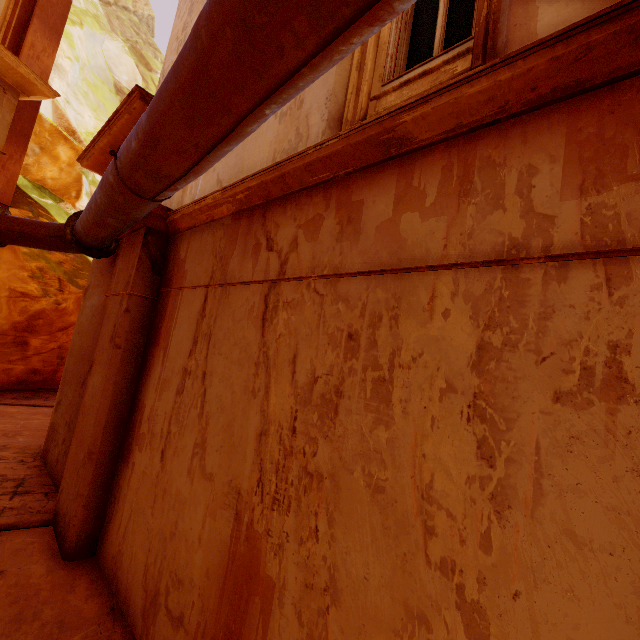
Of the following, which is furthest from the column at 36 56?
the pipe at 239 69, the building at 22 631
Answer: the pipe at 239 69

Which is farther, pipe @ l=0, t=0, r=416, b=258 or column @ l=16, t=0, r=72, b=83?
column @ l=16, t=0, r=72, b=83

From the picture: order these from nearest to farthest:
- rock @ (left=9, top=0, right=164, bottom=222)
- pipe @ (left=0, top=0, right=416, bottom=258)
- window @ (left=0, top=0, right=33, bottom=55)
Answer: pipe @ (left=0, top=0, right=416, bottom=258) < window @ (left=0, top=0, right=33, bottom=55) < rock @ (left=9, top=0, right=164, bottom=222)

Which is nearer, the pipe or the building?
the pipe

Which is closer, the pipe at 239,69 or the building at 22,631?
the pipe at 239,69

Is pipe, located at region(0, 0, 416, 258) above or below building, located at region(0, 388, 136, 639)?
above

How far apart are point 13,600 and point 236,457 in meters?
2.7 m

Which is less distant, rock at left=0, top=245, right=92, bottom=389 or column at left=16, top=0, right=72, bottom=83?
column at left=16, top=0, right=72, bottom=83
